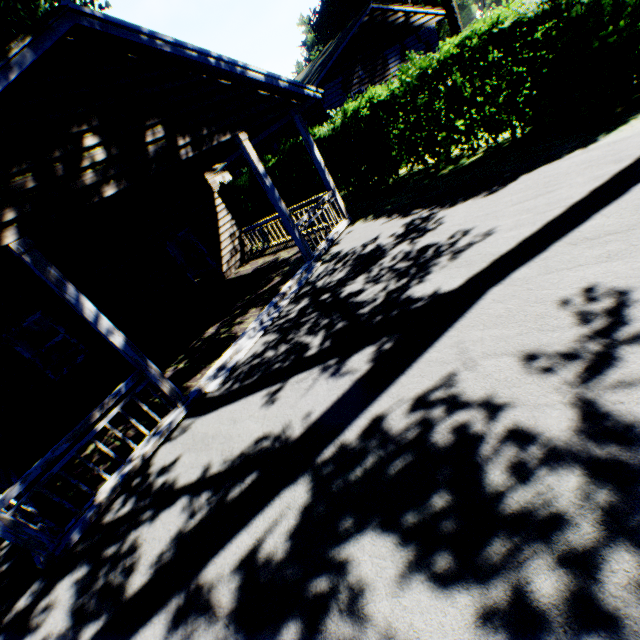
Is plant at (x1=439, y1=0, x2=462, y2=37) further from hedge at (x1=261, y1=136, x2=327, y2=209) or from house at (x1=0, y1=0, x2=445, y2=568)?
hedge at (x1=261, y1=136, x2=327, y2=209)

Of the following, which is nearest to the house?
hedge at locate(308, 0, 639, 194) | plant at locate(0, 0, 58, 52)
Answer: plant at locate(0, 0, 58, 52)

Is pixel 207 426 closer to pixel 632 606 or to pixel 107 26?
pixel 632 606

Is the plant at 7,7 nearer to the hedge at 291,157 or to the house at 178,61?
the house at 178,61

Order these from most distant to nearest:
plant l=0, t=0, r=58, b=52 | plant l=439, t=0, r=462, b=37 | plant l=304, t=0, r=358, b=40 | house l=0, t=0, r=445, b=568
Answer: plant l=304, t=0, r=358, b=40, plant l=439, t=0, r=462, b=37, plant l=0, t=0, r=58, b=52, house l=0, t=0, r=445, b=568

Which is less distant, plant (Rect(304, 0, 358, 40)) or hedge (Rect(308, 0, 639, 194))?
hedge (Rect(308, 0, 639, 194))
